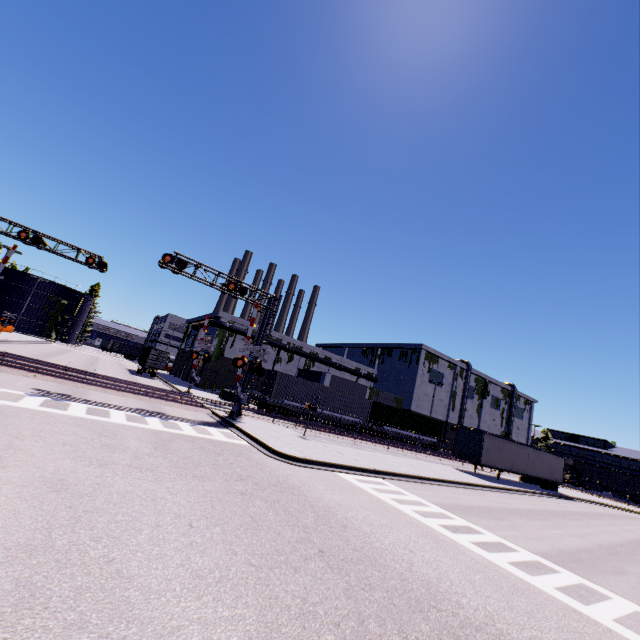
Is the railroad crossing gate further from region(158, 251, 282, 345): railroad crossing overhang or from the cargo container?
the cargo container

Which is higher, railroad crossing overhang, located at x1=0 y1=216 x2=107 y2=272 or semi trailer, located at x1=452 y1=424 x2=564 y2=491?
railroad crossing overhang, located at x1=0 y1=216 x2=107 y2=272

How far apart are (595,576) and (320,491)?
8.2m

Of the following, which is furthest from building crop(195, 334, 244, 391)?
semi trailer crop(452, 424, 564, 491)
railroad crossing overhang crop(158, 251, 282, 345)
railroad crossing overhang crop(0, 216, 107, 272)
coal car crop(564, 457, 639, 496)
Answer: railroad crossing overhang crop(0, 216, 107, 272)

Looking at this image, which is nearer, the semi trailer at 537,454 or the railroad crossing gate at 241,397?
the railroad crossing gate at 241,397

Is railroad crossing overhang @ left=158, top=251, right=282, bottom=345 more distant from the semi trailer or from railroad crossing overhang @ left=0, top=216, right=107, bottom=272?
the semi trailer

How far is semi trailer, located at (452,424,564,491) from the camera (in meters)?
27.33

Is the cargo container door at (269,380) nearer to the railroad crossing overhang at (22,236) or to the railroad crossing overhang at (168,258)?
the railroad crossing overhang at (168,258)
